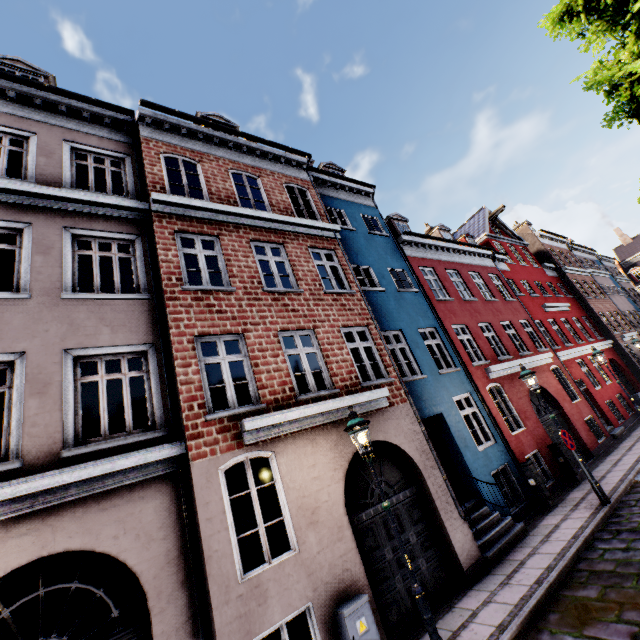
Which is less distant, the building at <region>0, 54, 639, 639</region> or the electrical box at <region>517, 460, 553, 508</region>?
the building at <region>0, 54, 639, 639</region>

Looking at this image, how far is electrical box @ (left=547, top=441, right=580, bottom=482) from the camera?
11.1m

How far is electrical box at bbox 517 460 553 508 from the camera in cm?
965

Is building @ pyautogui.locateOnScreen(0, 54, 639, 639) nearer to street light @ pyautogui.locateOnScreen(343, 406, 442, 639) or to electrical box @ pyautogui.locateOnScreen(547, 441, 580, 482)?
electrical box @ pyautogui.locateOnScreen(547, 441, 580, 482)

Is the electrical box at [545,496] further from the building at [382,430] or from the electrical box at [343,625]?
the electrical box at [343,625]

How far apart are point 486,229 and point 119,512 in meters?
23.5

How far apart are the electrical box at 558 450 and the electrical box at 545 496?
2.09m

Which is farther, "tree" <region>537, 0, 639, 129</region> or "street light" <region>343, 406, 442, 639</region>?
"street light" <region>343, 406, 442, 639</region>
